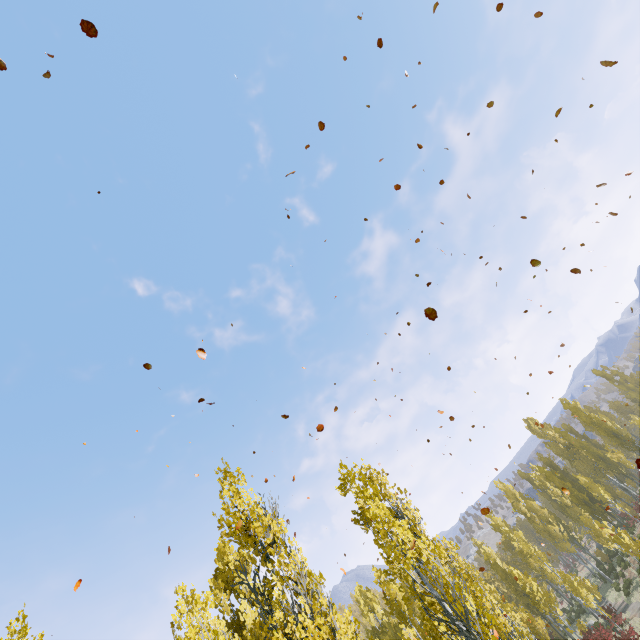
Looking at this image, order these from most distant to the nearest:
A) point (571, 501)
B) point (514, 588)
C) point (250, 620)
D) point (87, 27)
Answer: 1. point (571, 501)
2. point (514, 588)
3. point (250, 620)
4. point (87, 27)
